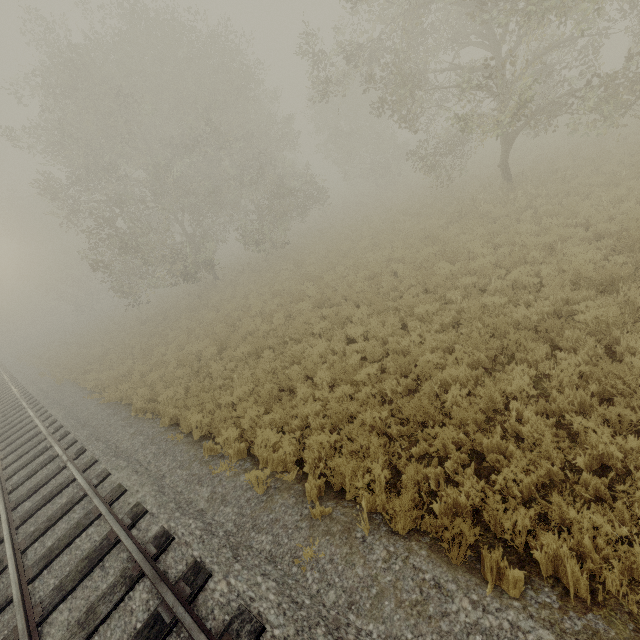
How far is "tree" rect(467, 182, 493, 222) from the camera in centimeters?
1365cm

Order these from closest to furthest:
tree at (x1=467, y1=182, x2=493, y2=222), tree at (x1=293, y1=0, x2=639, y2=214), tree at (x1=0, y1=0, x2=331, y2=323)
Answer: tree at (x1=293, y1=0, x2=639, y2=214)
tree at (x1=467, y1=182, x2=493, y2=222)
tree at (x1=0, y1=0, x2=331, y2=323)

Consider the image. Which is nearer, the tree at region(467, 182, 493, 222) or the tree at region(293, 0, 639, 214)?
the tree at region(293, 0, 639, 214)

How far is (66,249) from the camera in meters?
44.6

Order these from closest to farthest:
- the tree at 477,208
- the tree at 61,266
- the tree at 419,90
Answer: the tree at 419,90 < the tree at 477,208 < the tree at 61,266

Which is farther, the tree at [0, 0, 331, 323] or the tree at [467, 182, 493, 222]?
the tree at [0, 0, 331, 323]

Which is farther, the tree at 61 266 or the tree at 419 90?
the tree at 61 266
